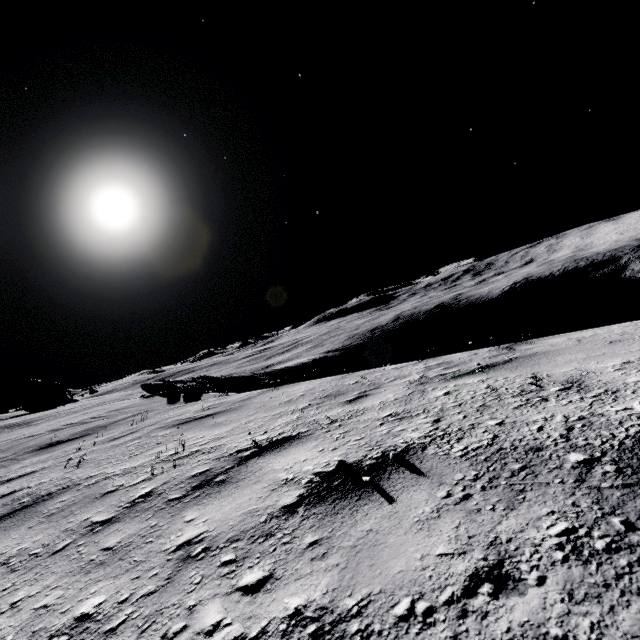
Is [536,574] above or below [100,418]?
above

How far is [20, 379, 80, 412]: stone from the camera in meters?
53.0

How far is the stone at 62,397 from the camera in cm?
5300
